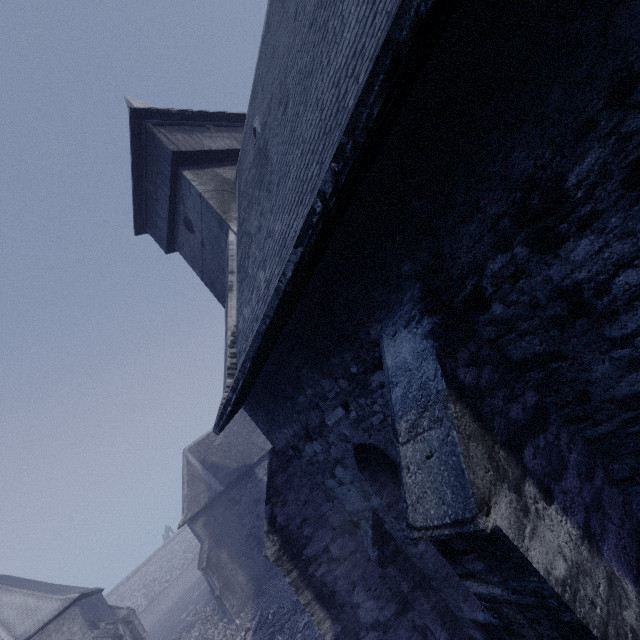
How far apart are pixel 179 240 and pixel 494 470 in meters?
A: 11.3
